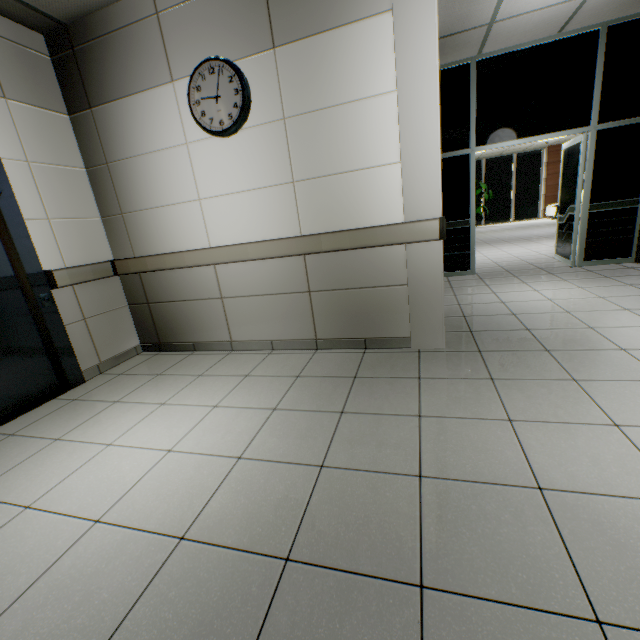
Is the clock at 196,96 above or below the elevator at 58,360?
above

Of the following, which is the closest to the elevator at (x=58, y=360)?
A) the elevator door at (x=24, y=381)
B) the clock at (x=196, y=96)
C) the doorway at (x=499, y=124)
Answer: the elevator door at (x=24, y=381)

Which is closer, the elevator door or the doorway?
the elevator door

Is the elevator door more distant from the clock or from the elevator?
the clock

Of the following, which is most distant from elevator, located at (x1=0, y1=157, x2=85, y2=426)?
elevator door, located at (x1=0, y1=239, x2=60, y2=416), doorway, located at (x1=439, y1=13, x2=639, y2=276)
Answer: doorway, located at (x1=439, y1=13, x2=639, y2=276)

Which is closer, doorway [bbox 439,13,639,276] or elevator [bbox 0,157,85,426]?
elevator [bbox 0,157,85,426]

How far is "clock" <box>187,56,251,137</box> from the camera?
2.7 meters

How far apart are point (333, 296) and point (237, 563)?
2.2m
